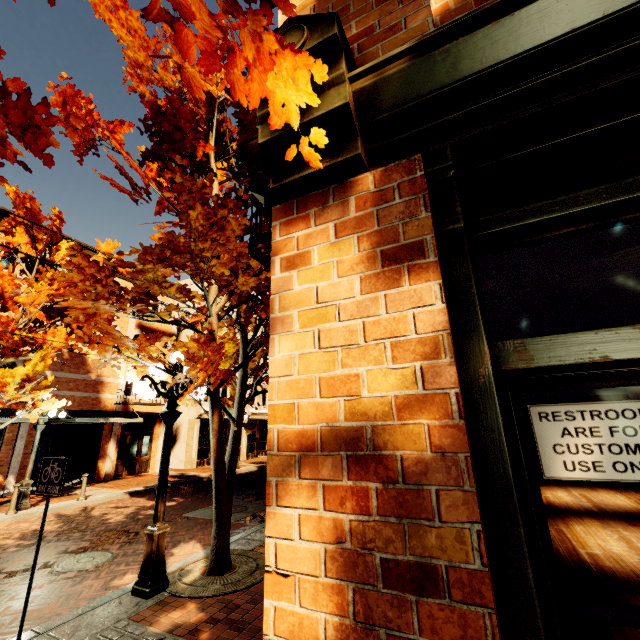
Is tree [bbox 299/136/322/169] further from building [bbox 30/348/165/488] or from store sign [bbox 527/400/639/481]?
store sign [bbox 527/400/639/481]

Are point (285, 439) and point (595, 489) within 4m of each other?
no

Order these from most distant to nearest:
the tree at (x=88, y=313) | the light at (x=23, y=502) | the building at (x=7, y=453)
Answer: the building at (x=7, y=453)
the light at (x=23, y=502)
the tree at (x=88, y=313)

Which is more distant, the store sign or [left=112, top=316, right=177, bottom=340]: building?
[left=112, top=316, right=177, bottom=340]: building

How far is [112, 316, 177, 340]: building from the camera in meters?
18.5

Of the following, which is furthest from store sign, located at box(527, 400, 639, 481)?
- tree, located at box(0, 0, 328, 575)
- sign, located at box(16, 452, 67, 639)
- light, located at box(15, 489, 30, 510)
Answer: light, located at box(15, 489, 30, 510)

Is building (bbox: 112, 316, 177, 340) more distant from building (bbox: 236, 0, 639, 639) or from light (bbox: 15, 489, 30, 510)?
building (bbox: 236, 0, 639, 639)

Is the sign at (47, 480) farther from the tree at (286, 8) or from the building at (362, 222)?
the building at (362, 222)
